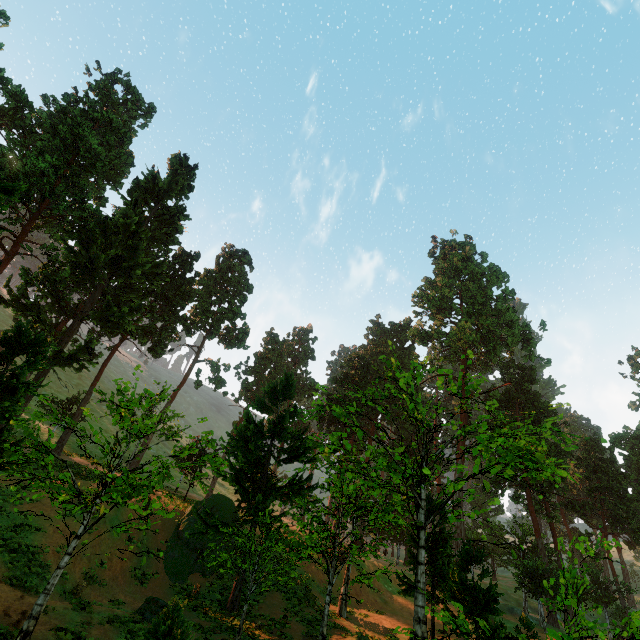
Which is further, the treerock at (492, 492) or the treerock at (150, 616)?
the treerock at (492, 492)

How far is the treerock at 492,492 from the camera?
10.9m

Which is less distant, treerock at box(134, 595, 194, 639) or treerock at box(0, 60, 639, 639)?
treerock at box(134, 595, 194, 639)

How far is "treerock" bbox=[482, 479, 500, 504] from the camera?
10.90m

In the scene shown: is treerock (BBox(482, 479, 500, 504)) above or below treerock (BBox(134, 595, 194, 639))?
above

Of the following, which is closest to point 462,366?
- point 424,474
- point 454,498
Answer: point 424,474
